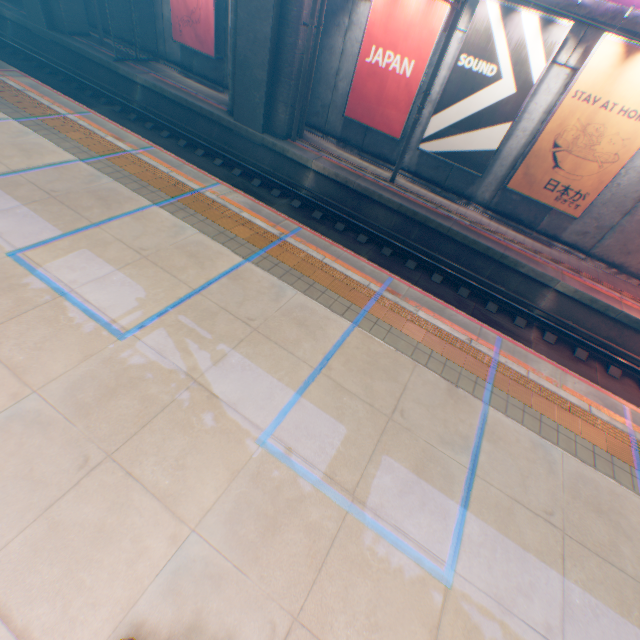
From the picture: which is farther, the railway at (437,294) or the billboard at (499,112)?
the billboard at (499,112)

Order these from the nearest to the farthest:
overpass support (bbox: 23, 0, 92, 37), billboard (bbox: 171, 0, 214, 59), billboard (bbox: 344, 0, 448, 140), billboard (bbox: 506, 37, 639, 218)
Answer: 1. billboard (bbox: 506, 37, 639, 218)
2. billboard (bbox: 344, 0, 448, 140)
3. billboard (bbox: 171, 0, 214, 59)
4. overpass support (bbox: 23, 0, 92, 37)

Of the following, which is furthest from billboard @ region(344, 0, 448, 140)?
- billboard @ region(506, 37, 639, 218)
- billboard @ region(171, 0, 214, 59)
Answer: billboard @ region(171, 0, 214, 59)

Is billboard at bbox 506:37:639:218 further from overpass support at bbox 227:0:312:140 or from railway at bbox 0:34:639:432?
overpass support at bbox 227:0:312:140

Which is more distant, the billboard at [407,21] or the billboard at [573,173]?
the billboard at [407,21]

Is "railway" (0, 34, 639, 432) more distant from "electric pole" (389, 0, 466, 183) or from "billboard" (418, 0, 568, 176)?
"billboard" (418, 0, 568, 176)

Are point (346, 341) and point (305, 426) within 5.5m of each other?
yes

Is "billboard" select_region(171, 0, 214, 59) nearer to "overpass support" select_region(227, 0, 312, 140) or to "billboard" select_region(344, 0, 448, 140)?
"overpass support" select_region(227, 0, 312, 140)
